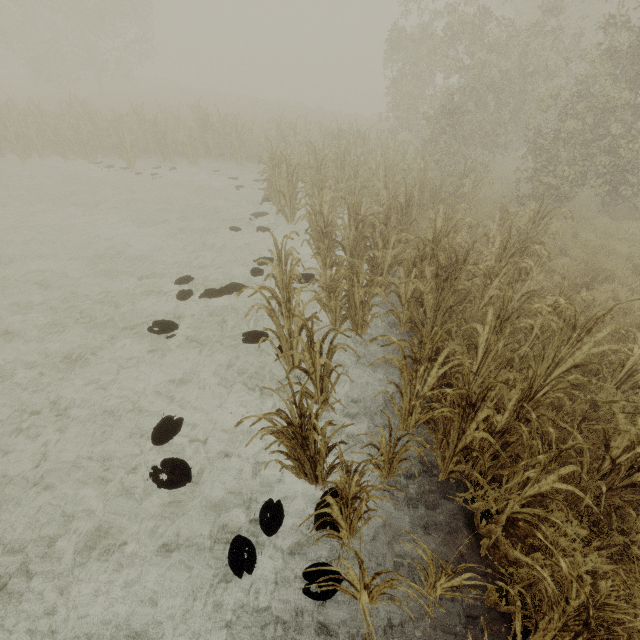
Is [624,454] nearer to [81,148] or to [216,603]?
[216,603]

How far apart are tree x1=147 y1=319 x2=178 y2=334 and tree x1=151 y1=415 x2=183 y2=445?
1.78m

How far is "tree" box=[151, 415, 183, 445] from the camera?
4.09m

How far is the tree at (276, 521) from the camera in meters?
3.4

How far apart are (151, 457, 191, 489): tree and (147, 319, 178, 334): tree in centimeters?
242cm

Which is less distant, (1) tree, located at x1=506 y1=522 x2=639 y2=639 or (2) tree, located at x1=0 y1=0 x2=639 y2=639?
→ (1) tree, located at x1=506 y1=522 x2=639 y2=639

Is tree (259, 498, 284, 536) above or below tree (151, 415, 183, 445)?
below

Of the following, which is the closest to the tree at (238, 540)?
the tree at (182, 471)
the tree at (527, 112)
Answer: the tree at (182, 471)
